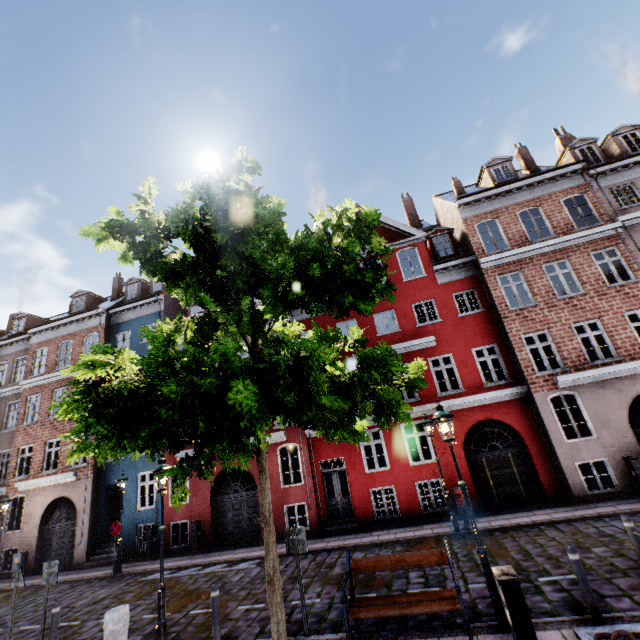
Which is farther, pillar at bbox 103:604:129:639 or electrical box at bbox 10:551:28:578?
electrical box at bbox 10:551:28:578

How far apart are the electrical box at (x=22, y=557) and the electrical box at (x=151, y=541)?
7.18m

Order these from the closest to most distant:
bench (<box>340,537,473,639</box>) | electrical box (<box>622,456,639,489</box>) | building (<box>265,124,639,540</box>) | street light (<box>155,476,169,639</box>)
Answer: bench (<box>340,537,473,639</box>), street light (<box>155,476,169,639</box>), electrical box (<box>622,456,639,489</box>), building (<box>265,124,639,540</box>)

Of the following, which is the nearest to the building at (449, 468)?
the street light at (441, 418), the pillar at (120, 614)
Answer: the street light at (441, 418)

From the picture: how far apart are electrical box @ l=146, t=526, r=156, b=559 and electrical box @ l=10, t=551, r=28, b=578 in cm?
718

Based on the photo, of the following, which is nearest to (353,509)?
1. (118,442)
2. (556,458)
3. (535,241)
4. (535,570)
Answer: (535,570)

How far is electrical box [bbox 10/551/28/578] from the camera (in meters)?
16.16

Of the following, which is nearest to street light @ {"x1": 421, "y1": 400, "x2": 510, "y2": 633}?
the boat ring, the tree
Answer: the tree
